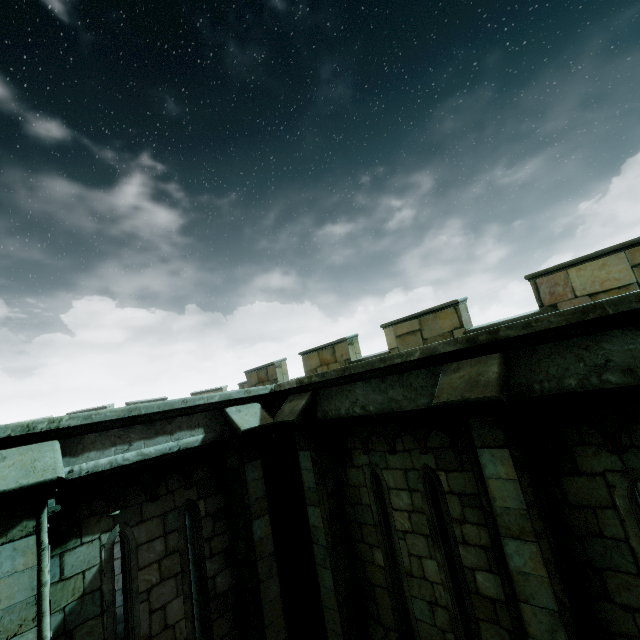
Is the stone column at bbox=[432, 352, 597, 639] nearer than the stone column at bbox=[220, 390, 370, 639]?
Yes

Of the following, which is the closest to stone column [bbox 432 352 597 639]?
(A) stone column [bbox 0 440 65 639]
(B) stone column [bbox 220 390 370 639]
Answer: (B) stone column [bbox 220 390 370 639]

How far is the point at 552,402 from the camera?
3.5 meters

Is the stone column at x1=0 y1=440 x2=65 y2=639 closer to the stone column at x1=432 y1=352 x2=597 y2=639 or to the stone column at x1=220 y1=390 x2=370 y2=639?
the stone column at x1=220 y1=390 x2=370 y2=639

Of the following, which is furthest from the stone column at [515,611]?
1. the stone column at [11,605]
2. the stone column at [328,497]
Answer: the stone column at [11,605]

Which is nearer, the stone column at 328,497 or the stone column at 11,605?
the stone column at 11,605

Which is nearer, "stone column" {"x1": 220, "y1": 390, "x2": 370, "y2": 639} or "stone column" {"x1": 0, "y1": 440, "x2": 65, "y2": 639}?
"stone column" {"x1": 0, "y1": 440, "x2": 65, "y2": 639}
